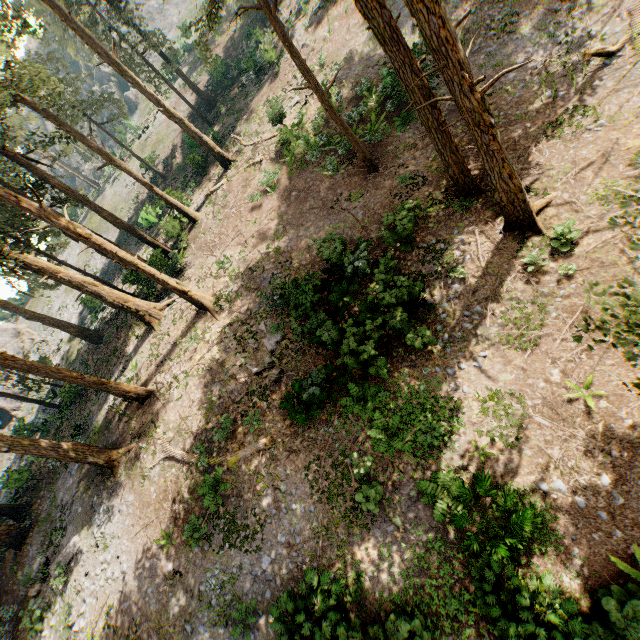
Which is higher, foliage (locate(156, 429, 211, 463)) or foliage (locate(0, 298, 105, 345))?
foliage (locate(0, 298, 105, 345))

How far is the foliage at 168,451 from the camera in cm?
1430

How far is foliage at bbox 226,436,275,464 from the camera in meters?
13.2

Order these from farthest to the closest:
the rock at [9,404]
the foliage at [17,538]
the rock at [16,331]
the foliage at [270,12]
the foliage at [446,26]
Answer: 1. the rock at [16,331]
2. the rock at [9,404]
3. the foliage at [17,538]
4. the foliage at [270,12]
5. the foliage at [446,26]

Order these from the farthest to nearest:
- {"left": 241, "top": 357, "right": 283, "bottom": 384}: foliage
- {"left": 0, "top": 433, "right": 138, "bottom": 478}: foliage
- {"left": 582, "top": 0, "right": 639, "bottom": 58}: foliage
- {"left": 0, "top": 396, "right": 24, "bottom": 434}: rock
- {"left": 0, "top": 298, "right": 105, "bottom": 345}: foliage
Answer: {"left": 0, "top": 396, "right": 24, "bottom": 434}: rock, {"left": 0, "top": 298, "right": 105, "bottom": 345}: foliage, {"left": 241, "top": 357, "right": 283, "bottom": 384}: foliage, {"left": 0, "top": 433, "right": 138, "bottom": 478}: foliage, {"left": 582, "top": 0, "right": 639, "bottom": 58}: foliage

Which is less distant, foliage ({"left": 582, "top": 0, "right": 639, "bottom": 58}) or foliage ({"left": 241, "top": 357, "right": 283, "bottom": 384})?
foliage ({"left": 582, "top": 0, "right": 639, "bottom": 58})

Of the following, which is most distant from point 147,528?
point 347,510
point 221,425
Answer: point 347,510
